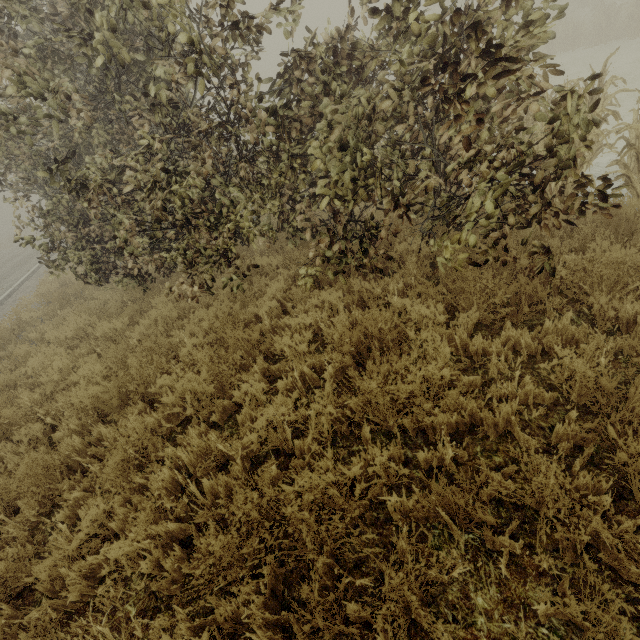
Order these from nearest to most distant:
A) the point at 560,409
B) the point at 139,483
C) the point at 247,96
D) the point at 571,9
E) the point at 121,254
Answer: the point at 560,409
the point at 139,483
the point at 247,96
the point at 121,254
the point at 571,9
